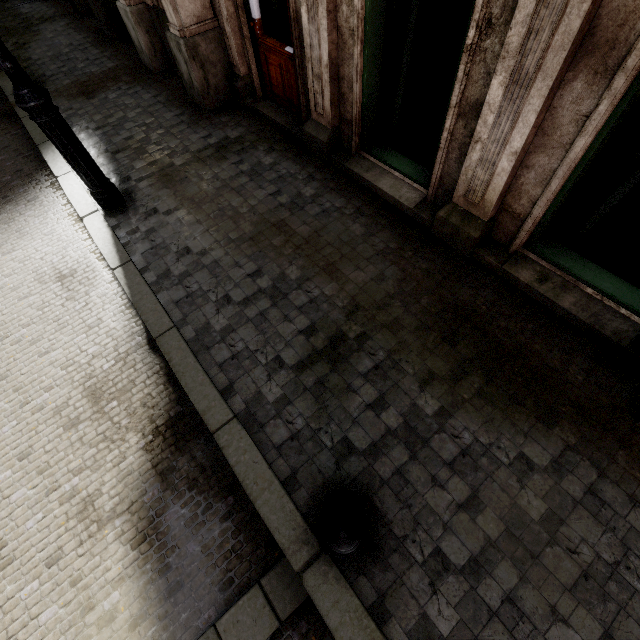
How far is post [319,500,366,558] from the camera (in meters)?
1.56

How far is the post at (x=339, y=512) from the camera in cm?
156

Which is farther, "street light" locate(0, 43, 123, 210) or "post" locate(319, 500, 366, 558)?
"street light" locate(0, 43, 123, 210)

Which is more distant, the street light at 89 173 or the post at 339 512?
the street light at 89 173

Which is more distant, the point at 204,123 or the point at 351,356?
the point at 204,123
